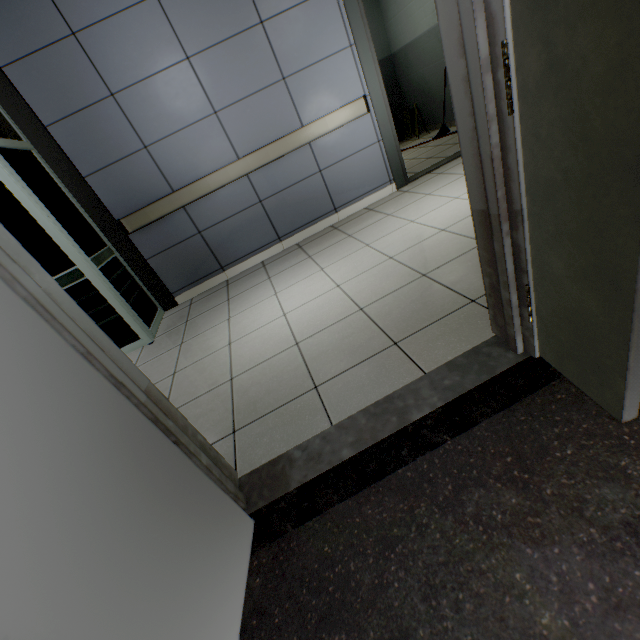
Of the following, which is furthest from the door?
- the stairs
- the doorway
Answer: the doorway

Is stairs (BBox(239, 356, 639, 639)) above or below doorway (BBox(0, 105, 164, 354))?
below

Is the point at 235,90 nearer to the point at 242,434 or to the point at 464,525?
the point at 242,434

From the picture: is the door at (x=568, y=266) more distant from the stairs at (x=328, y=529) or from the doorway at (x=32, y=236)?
the doorway at (x=32, y=236)

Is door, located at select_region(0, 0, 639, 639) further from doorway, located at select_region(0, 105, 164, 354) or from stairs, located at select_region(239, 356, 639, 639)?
doorway, located at select_region(0, 105, 164, 354)

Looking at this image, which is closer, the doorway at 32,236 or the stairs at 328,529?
the stairs at 328,529
